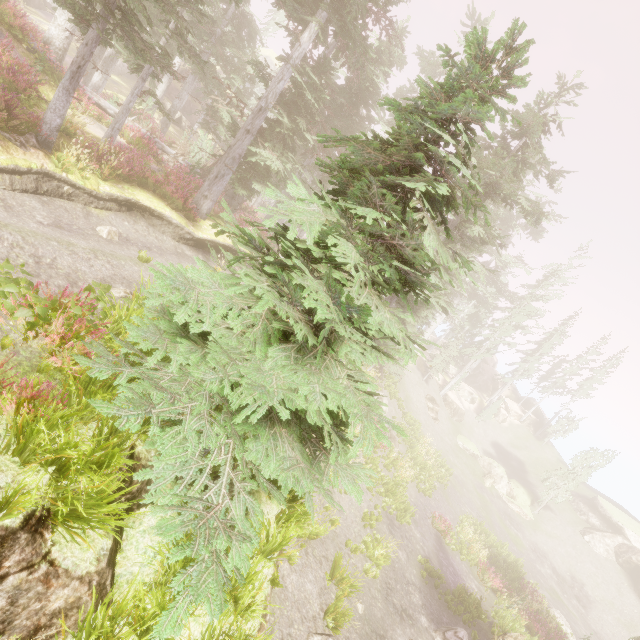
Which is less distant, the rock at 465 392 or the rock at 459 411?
the rock at 459 411

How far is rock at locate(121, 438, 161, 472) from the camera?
5.3m

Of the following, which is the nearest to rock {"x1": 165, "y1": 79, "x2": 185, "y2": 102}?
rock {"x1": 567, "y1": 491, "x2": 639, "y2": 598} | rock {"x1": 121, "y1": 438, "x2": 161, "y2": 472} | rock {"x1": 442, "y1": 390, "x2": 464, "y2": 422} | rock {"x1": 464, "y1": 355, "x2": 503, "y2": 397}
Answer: rock {"x1": 464, "y1": 355, "x2": 503, "y2": 397}

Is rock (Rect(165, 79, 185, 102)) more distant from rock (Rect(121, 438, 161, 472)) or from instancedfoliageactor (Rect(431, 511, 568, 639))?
rock (Rect(121, 438, 161, 472))

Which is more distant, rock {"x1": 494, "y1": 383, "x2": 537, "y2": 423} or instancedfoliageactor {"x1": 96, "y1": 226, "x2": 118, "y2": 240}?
rock {"x1": 494, "y1": 383, "x2": 537, "y2": 423}

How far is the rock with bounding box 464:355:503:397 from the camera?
52.9 meters

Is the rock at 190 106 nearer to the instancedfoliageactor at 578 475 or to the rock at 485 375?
the instancedfoliageactor at 578 475

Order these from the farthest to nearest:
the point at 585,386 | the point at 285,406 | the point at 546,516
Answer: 1. the point at 585,386
2. the point at 546,516
3. the point at 285,406
